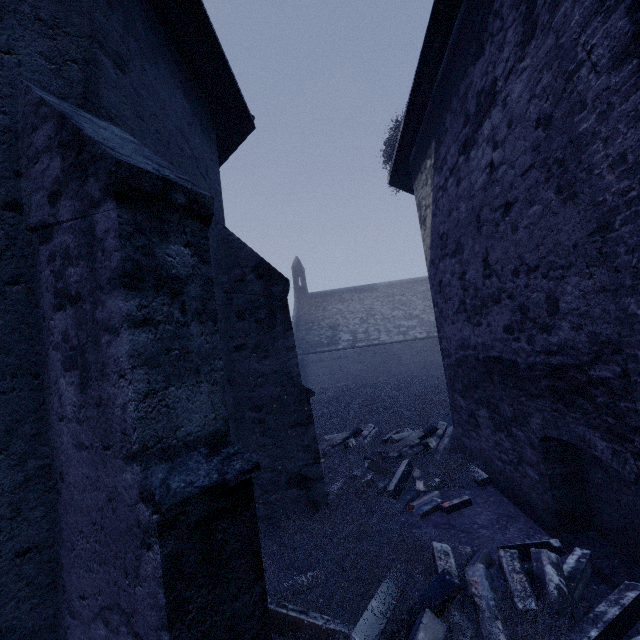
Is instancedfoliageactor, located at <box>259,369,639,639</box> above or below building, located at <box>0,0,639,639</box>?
below

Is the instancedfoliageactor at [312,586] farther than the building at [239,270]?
Yes

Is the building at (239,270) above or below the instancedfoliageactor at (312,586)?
above

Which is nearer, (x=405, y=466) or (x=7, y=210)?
(x=7, y=210)

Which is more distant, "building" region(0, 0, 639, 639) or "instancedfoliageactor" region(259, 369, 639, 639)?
"instancedfoliageactor" region(259, 369, 639, 639)
